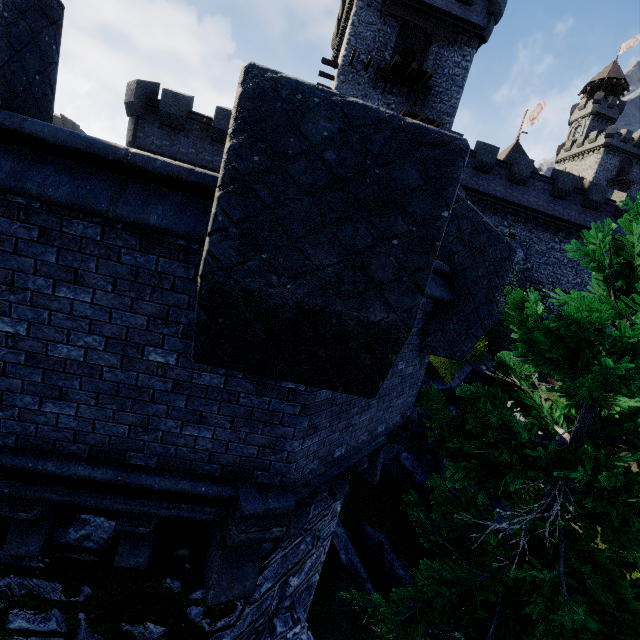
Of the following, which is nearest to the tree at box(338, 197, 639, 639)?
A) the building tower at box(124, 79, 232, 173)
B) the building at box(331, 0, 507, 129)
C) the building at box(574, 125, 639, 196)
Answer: the building tower at box(124, 79, 232, 173)

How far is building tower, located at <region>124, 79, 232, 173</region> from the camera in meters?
18.3

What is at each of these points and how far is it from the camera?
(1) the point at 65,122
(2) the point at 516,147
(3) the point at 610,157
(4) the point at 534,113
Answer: (1) building, 54.1m
(2) building, 41.1m
(3) building, 55.3m
(4) flag, 39.3m

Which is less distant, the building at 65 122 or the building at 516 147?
the building at 516 147

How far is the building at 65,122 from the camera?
52.31m

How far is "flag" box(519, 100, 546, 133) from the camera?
38.0 meters

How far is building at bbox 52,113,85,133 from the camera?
52.31m

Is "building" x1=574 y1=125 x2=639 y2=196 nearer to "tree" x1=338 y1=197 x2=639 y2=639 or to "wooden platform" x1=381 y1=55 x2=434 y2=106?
"wooden platform" x1=381 y1=55 x2=434 y2=106
